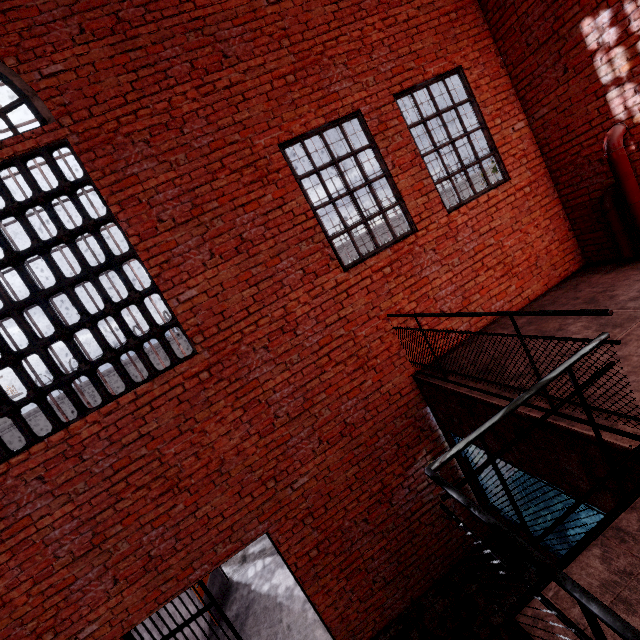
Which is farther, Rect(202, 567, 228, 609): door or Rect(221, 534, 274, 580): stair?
Rect(221, 534, 274, 580): stair

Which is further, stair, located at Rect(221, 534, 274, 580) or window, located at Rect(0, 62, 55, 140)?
stair, located at Rect(221, 534, 274, 580)

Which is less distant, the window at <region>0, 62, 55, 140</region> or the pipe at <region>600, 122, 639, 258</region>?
the window at <region>0, 62, 55, 140</region>

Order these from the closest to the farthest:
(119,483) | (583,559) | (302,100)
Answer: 1. (583,559)
2. (119,483)
3. (302,100)

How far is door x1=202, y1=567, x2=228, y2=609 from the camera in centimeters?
668cm

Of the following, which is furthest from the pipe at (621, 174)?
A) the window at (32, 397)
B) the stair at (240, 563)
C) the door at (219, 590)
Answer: the door at (219, 590)

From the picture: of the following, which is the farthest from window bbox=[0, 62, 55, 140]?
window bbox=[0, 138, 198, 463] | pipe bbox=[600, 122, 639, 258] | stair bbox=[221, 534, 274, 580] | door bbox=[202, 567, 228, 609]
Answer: stair bbox=[221, 534, 274, 580]

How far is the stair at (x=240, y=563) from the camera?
7.52m
